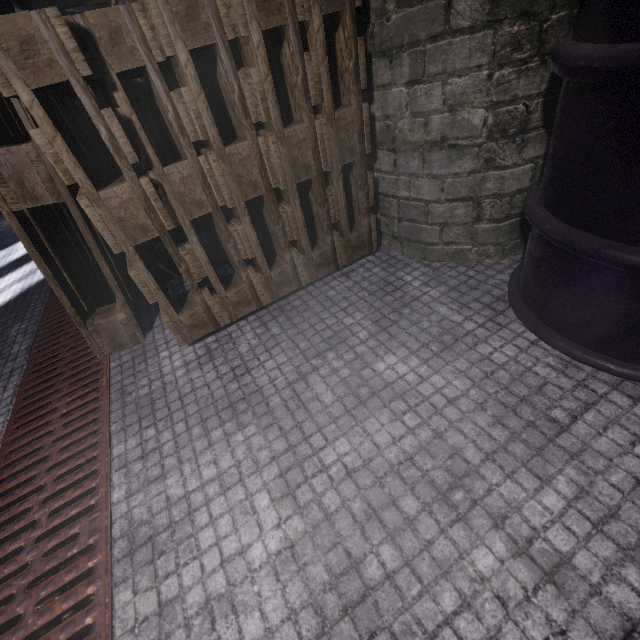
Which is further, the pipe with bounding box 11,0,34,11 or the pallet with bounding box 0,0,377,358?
the pipe with bounding box 11,0,34,11

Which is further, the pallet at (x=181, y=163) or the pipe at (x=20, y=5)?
the pipe at (x=20, y=5)

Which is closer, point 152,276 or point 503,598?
point 503,598

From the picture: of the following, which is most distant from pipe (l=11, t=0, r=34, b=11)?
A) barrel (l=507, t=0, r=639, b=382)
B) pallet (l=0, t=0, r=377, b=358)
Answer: barrel (l=507, t=0, r=639, b=382)

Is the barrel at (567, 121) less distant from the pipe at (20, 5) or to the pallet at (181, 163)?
the pallet at (181, 163)

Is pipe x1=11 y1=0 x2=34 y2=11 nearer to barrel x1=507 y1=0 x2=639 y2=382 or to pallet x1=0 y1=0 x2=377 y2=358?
pallet x1=0 y1=0 x2=377 y2=358
